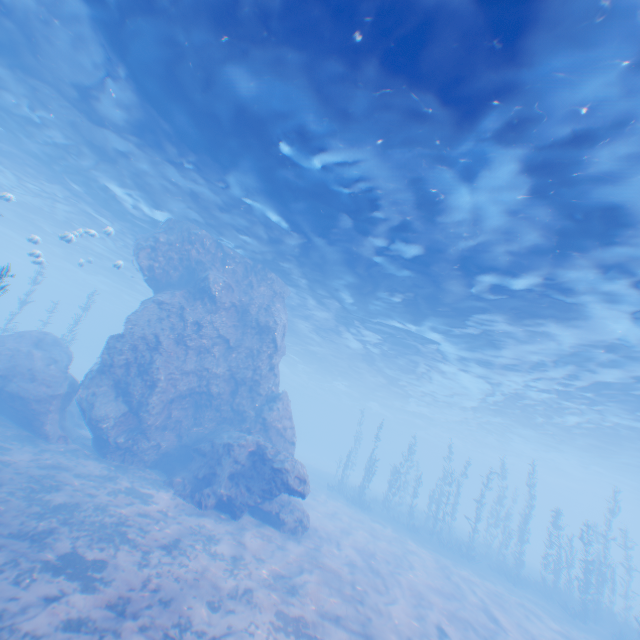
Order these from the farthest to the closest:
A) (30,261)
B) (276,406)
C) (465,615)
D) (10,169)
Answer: (30,261) < (10,169) < (276,406) < (465,615)

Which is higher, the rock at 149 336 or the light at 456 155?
the light at 456 155

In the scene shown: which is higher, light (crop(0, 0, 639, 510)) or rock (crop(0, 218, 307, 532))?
light (crop(0, 0, 639, 510))

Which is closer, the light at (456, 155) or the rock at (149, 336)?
the light at (456, 155)

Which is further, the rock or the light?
the rock
